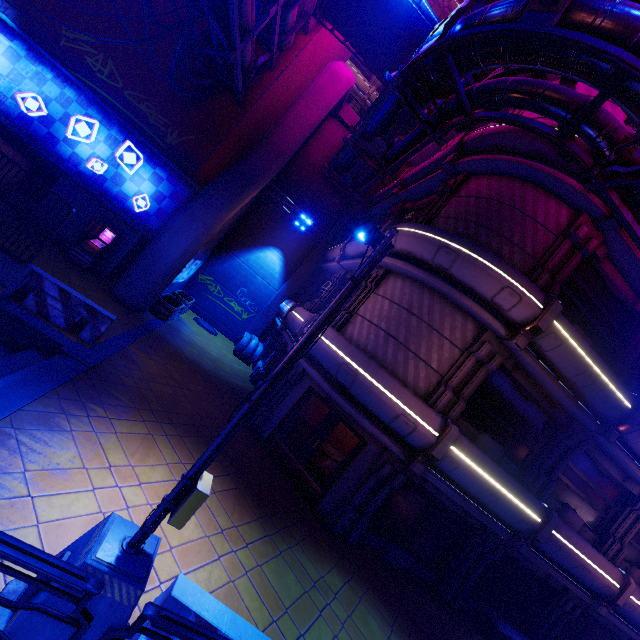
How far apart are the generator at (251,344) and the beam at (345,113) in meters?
14.5

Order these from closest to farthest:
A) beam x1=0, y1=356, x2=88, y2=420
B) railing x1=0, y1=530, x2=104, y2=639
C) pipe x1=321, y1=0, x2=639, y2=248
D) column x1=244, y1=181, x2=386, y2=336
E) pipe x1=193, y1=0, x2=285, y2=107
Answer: railing x1=0, y1=530, x2=104, y2=639 → beam x1=0, y1=356, x2=88, y2=420 → pipe x1=321, y1=0, x2=639, y2=248 → pipe x1=193, y1=0, x2=285, y2=107 → column x1=244, y1=181, x2=386, y2=336

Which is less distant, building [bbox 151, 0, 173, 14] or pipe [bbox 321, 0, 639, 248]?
Answer: pipe [bbox 321, 0, 639, 248]

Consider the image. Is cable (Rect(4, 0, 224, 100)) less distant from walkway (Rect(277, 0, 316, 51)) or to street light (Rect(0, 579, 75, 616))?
walkway (Rect(277, 0, 316, 51))

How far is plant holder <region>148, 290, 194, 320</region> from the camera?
14.5 meters

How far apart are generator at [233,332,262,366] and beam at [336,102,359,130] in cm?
1450

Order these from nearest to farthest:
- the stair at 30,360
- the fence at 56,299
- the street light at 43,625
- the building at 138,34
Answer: the street light at 43,625 < the stair at 30,360 < the fence at 56,299 < the building at 138,34

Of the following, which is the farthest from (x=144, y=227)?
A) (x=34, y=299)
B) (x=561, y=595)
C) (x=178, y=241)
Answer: (x=561, y=595)
